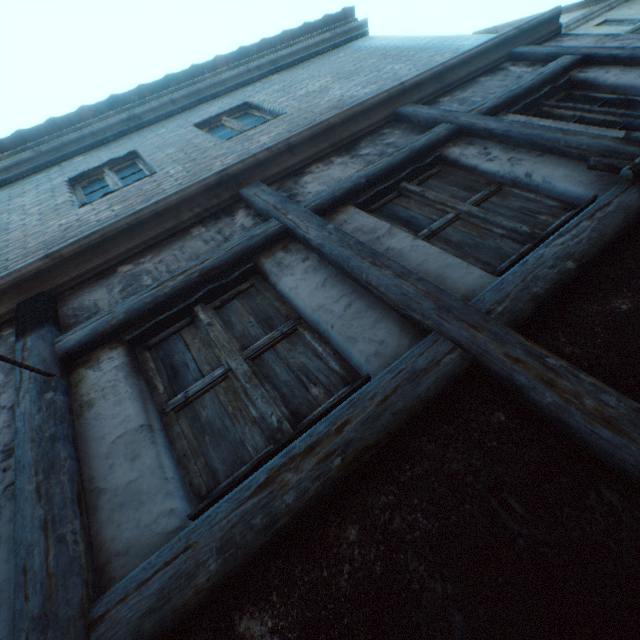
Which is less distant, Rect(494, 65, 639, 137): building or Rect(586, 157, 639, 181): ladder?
Rect(586, 157, 639, 181): ladder

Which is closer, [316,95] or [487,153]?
[487,153]

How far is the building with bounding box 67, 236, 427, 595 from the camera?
1.4 meters

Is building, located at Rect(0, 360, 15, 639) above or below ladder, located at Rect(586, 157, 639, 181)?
above

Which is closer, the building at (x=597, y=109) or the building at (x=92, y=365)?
the building at (x=92, y=365)

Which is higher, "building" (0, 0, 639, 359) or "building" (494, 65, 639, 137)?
"building" (0, 0, 639, 359)

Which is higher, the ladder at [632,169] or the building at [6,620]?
the building at [6,620]
